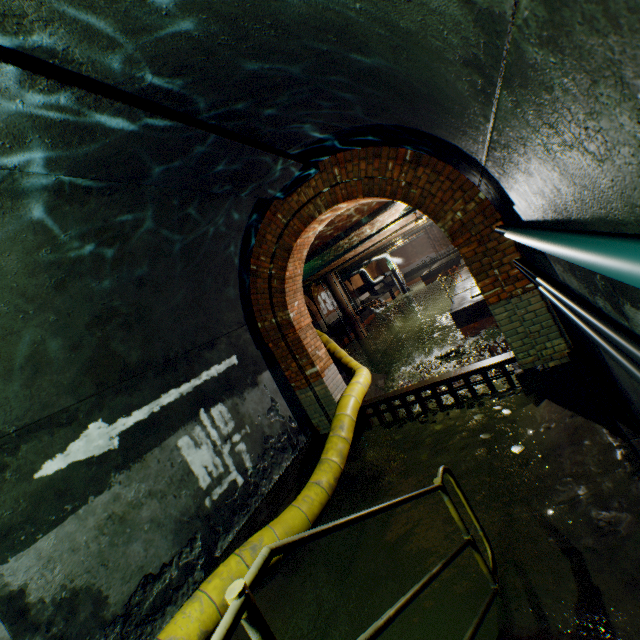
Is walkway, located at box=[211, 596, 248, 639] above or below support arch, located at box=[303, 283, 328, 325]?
below

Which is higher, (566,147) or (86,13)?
(86,13)

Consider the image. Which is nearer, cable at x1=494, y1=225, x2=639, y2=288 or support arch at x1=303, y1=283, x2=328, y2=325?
cable at x1=494, y1=225, x2=639, y2=288

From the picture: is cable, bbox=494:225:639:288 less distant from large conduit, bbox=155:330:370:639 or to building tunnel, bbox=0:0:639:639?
building tunnel, bbox=0:0:639:639

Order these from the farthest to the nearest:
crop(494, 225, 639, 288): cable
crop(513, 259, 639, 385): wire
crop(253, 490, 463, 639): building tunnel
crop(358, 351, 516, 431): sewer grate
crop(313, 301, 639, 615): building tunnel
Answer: crop(358, 351, 516, 431): sewer grate → crop(253, 490, 463, 639): building tunnel → crop(313, 301, 639, 615): building tunnel → crop(513, 259, 639, 385): wire → crop(494, 225, 639, 288): cable

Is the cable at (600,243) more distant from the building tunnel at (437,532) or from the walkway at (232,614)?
the walkway at (232,614)

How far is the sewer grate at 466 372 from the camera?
5.2m

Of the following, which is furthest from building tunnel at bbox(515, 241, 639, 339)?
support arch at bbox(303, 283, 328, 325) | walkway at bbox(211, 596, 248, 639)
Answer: support arch at bbox(303, 283, 328, 325)
